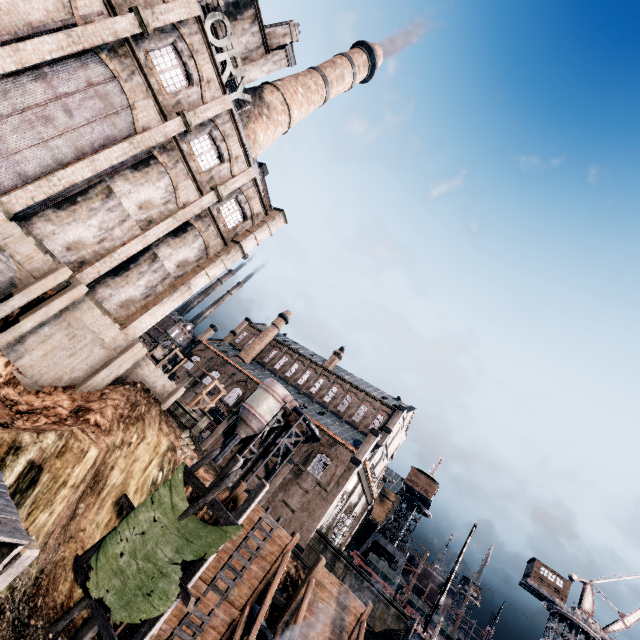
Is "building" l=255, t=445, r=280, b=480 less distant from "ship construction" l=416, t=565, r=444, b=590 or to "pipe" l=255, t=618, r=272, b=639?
"ship construction" l=416, t=565, r=444, b=590

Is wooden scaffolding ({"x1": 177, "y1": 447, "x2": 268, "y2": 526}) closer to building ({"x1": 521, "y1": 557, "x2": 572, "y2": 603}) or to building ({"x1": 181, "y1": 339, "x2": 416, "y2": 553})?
building ({"x1": 181, "y1": 339, "x2": 416, "y2": 553})

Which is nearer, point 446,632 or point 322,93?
point 322,93

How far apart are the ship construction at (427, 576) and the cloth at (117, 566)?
60.5m

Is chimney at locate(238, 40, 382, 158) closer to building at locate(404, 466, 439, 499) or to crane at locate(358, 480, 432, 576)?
building at locate(404, 466, 439, 499)

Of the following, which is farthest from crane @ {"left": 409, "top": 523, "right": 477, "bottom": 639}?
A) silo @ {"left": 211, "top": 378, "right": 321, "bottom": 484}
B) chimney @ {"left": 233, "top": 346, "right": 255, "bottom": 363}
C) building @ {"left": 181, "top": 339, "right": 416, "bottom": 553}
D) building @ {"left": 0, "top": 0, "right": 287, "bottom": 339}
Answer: chimney @ {"left": 233, "top": 346, "right": 255, "bottom": 363}

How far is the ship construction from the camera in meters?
56.0

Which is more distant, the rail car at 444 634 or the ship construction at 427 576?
the ship construction at 427 576
